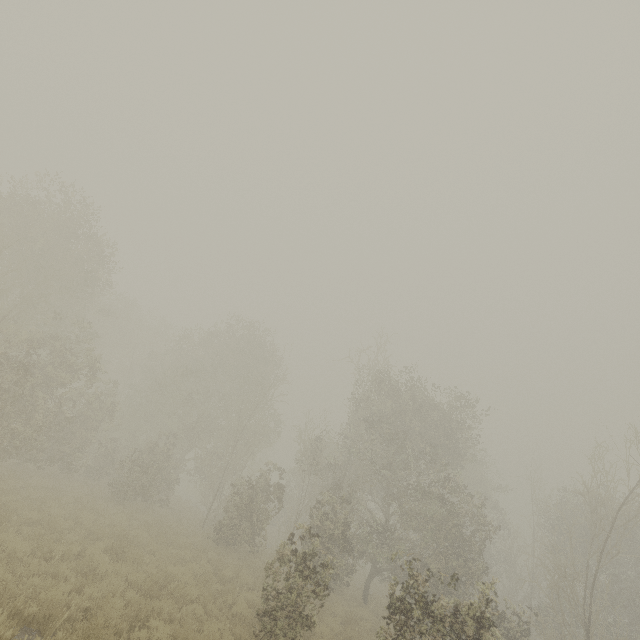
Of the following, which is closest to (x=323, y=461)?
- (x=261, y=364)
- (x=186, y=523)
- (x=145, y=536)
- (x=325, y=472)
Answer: (x=325, y=472)
